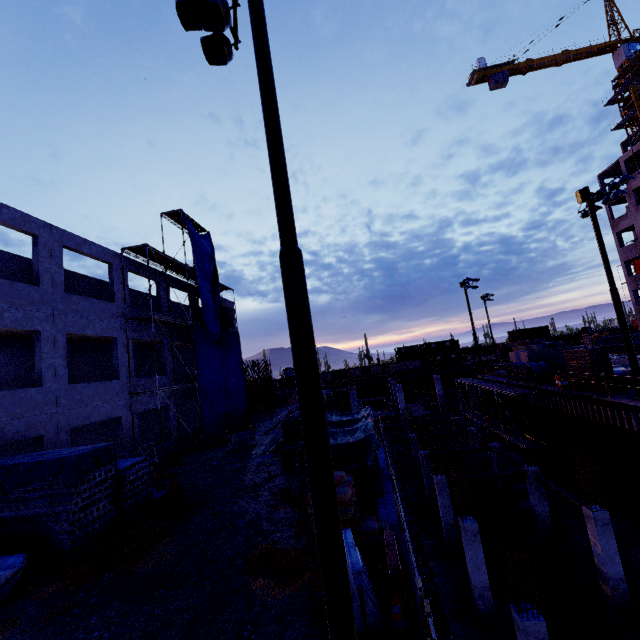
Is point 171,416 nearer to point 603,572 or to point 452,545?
point 452,545

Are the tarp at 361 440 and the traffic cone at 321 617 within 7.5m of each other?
yes

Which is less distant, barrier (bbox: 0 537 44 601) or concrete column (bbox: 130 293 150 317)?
barrier (bbox: 0 537 44 601)

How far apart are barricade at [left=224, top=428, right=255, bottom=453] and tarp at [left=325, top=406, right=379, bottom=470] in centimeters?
654cm

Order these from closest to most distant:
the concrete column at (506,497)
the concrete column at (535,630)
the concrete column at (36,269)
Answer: the concrete column at (535,630), the concrete column at (36,269), the concrete column at (506,497)

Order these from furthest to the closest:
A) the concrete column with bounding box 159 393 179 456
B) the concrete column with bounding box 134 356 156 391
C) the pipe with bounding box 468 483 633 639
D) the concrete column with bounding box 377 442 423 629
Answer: the concrete column with bounding box 159 393 179 456 → the concrete column with bounding box 134 356 156 391 → the pipe with bounding box 468 483 633 639 → the concrete column with bounding box 377 442 423 629

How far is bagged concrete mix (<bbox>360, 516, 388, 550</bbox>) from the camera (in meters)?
6.92

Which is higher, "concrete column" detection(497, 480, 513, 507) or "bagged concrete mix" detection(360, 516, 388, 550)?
"bagged concrete mix" detection(360, 516, 388, 550)
